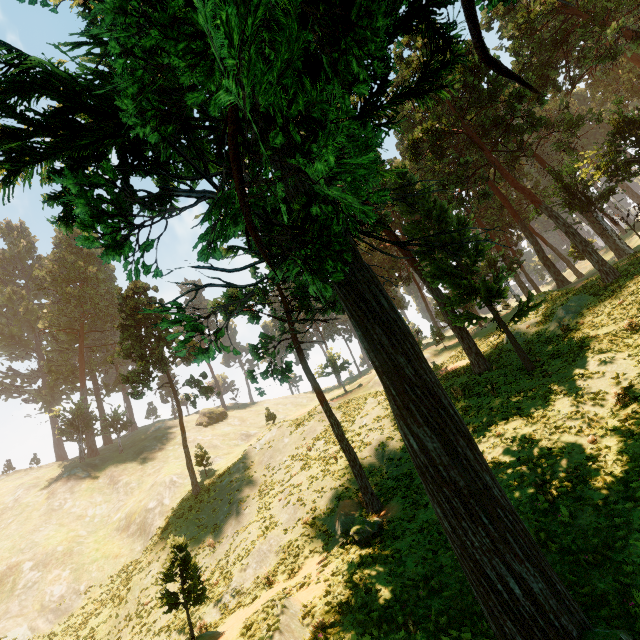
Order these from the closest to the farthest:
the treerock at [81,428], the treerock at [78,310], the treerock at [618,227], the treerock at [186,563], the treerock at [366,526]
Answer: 1. the treerock at [186,563]
2. the treerock at [366,526]
3. the treerock at [618,227]
4. the treerock at [81,428]
5. the treerock at [78,310]

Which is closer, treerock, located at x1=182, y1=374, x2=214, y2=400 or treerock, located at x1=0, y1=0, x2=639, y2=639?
treerock, located at x1=0, y1=0, x2=639, y2=639

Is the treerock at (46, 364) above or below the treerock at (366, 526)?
above

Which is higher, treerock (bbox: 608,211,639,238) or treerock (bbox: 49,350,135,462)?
treerock (bbox: 49,350,135,462)

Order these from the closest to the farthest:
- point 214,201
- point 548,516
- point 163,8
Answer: point 214,201 → point 163,8 → point 548,516

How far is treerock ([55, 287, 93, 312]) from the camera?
56.6 meters
